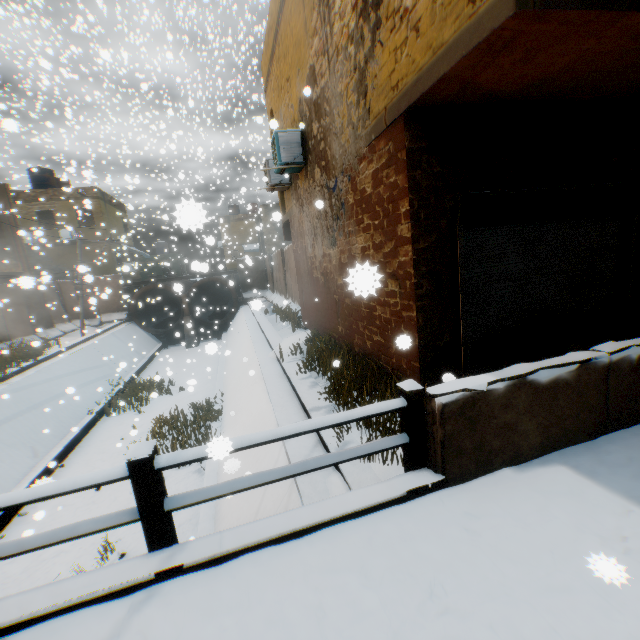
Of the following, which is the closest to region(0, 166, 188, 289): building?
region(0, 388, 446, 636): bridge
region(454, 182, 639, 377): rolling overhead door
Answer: region(454, 182, 639, 377): rolling overhead door

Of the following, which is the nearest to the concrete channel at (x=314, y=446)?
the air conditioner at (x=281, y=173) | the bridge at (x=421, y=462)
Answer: the bridge at (x=421, y=462)

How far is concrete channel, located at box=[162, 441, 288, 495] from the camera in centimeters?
502cm

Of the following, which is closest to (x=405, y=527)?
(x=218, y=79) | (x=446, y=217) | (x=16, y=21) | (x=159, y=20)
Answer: (x=446, y=217)

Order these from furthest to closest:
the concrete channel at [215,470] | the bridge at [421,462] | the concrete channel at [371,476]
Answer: the concrete channel at [215,470], the concrete channel at [371,476], the bridge at [421,462]

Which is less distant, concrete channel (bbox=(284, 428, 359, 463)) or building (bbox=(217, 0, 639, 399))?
building (bbox=(217, 0, 639, 399))

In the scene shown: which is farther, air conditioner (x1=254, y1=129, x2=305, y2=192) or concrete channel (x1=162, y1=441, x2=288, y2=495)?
air conditioner (x1=254, y1=129, x2=305, y2=192)

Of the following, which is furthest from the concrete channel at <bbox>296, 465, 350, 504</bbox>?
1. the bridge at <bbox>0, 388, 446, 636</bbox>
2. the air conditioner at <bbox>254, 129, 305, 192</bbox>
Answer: the air conditioner at <bbox>254, 129, 305, 192</bbox>
